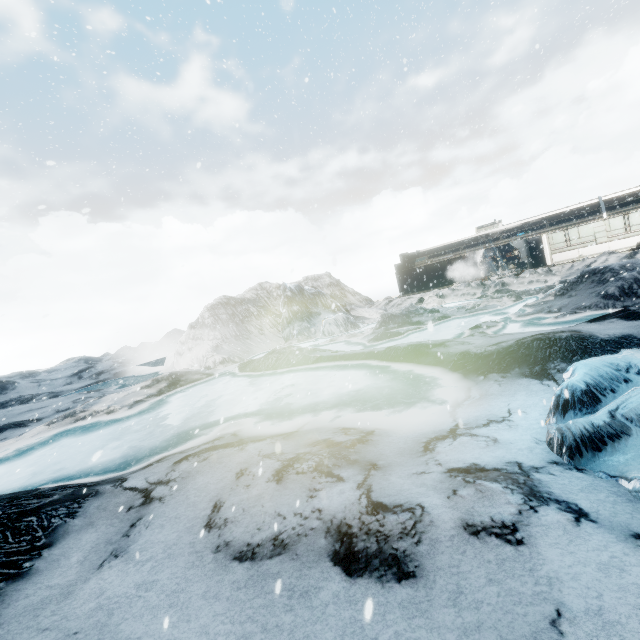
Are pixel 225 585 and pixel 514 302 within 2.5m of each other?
no
